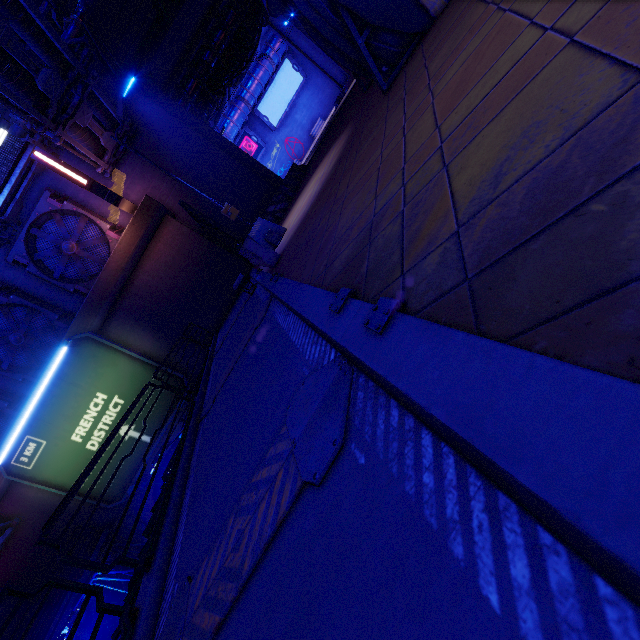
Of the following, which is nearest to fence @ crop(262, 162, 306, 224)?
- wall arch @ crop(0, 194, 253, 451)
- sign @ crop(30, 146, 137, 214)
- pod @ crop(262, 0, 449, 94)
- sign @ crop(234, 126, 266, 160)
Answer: wall arch @ crop(0, 194, 253, 451)

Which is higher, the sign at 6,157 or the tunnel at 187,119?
the sign at 6,157

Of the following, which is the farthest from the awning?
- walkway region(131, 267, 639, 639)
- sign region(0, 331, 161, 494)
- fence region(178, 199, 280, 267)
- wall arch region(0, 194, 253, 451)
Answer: sign region(0, 331, 161, 494)

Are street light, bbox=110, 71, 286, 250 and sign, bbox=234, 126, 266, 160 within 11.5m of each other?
no

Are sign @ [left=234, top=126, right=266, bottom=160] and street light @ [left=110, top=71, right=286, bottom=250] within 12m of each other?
no

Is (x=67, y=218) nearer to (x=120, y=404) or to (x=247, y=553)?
(x=120, y=404)

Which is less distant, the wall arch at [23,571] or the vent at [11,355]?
the wall arch at [23,571]

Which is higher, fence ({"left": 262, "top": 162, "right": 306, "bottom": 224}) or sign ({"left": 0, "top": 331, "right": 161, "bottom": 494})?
sign ({"left": 0, "top": 331, "right": 161, "bottom": 494})
